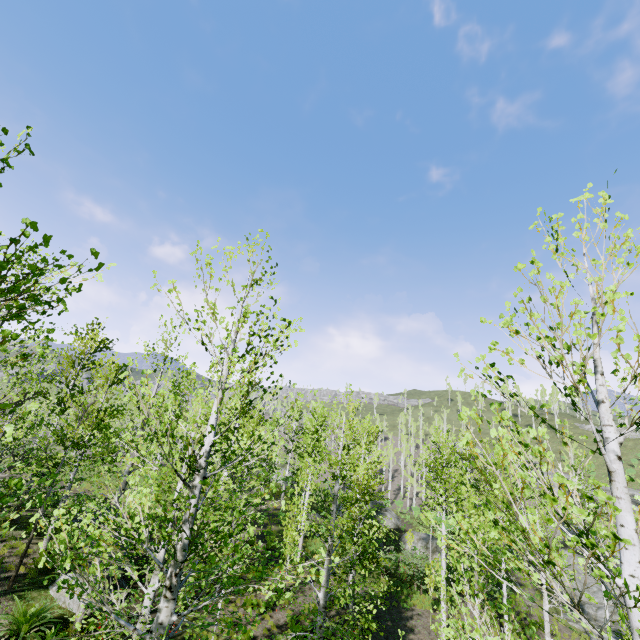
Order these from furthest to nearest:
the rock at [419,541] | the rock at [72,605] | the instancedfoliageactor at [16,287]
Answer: the rock at [419,541]
the rock at [72,605]
the instancedfoliageactor at [16,287]

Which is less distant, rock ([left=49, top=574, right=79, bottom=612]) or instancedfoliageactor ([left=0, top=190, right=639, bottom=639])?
instancedfoliageactor ([left=0, top=190, right=639, bottom=639])

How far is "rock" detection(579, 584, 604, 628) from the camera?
22.75m

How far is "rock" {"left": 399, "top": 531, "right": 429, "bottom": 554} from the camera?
26.88m

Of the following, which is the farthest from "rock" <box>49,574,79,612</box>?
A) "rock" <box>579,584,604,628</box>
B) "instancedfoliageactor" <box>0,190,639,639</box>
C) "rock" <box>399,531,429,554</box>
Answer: "rock" <box>579,584,604,628</box>

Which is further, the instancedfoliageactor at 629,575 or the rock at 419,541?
the rock at 419,541

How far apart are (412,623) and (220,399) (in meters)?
18.49

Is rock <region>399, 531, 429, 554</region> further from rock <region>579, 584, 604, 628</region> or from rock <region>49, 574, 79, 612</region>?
rock <region>49, 574, 79, 612</region>
